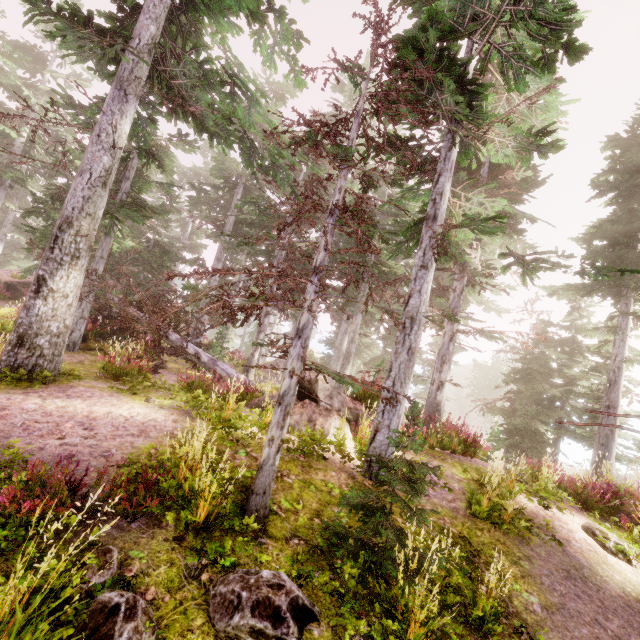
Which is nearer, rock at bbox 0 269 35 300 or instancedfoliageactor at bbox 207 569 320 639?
instancedfoliageactor at bbox 207 569 320 639

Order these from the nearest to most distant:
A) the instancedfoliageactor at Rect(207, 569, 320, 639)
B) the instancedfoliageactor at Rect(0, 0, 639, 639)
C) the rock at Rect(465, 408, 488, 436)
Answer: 1. the instancedfoliageactor at Rect(207, 569, 320, 639)
2. the instancedfoliageactor at Rect(0, 0, 639, 639)
3. the rock at Rect(465, 408, 488, 436)

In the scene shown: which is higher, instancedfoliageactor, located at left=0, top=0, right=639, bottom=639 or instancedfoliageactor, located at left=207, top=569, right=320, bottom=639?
instancedfoliageactor, located at left=0, top=0, right=639, bottom=639

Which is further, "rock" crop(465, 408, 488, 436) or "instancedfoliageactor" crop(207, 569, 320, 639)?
"rock" crop(465, 408, 488, 436)

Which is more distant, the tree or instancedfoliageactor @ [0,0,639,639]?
the tree

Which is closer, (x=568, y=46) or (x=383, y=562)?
(x=383, y=562)

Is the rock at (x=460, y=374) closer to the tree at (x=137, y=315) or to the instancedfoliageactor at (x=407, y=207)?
the instancedfoliageactor at (x=407, y=207)

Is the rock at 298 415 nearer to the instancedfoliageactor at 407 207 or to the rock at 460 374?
the instancedfoliageactor at 407 207
